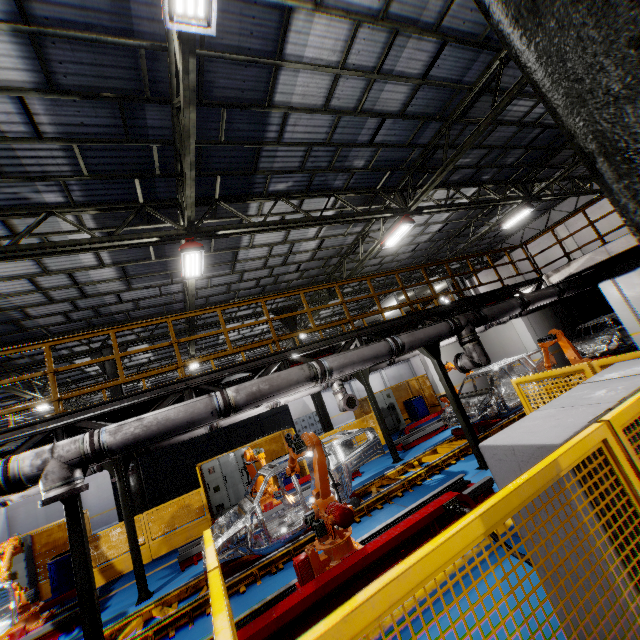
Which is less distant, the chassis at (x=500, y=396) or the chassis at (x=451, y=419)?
the chassis at (x=500, y=396)

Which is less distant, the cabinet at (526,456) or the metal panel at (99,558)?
the cabinet at (526,456)

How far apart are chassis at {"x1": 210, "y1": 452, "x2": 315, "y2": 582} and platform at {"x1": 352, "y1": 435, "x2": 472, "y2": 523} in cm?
1

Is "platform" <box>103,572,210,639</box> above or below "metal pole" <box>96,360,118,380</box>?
below

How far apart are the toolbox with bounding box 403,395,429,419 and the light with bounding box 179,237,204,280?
13.04m

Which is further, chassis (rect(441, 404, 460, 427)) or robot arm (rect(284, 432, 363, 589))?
chassis (rect(441, 404, 460, 427))

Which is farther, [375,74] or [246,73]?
[375,74]

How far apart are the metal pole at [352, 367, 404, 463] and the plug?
5.7 meters
